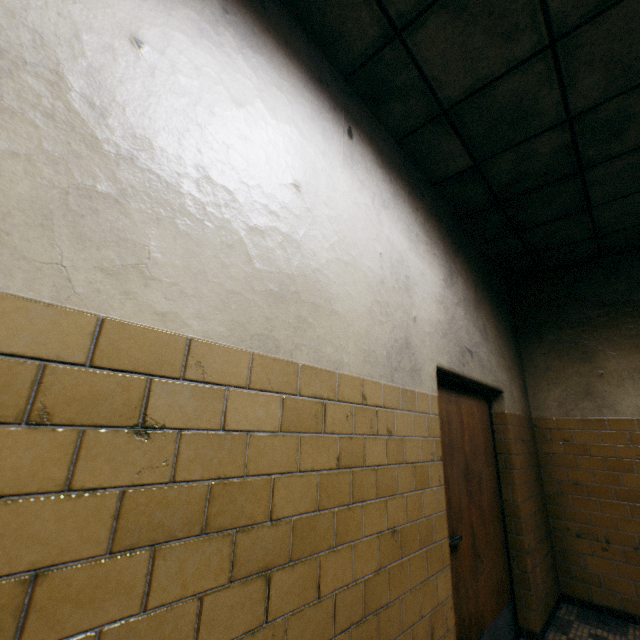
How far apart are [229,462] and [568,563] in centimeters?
470cm
